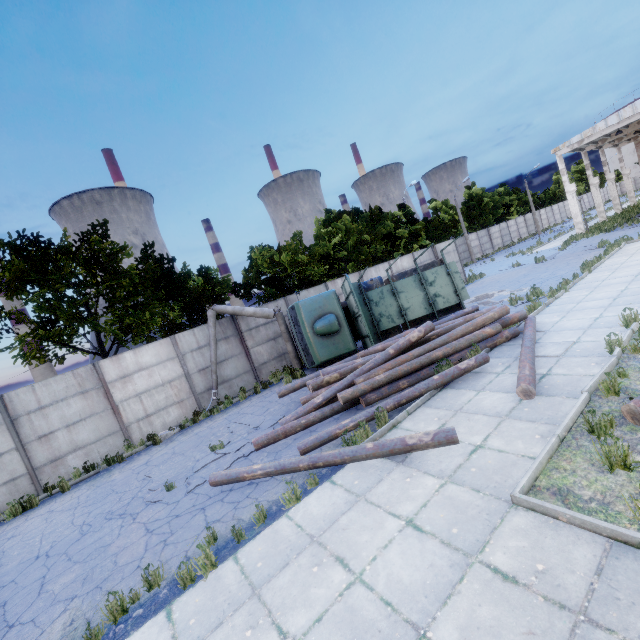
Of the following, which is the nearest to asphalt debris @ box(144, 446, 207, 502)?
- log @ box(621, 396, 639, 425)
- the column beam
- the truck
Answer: the truck

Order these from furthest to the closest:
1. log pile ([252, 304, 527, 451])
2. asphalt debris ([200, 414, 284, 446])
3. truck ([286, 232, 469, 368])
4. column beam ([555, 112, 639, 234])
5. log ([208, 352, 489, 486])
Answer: column beam ([555, 112, 639, 234]) → truck ([286, 232, 469, 368]) → asphalt debris ([200, 414, 284, 446]) → log pile ([252, 304, 527, 451]) → log ([208, 352, 489, 486])

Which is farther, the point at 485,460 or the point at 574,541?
the point at 485,460

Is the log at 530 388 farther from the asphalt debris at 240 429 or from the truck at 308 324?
the truck at 308 324

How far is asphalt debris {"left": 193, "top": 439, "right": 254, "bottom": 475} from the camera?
8.3 meters

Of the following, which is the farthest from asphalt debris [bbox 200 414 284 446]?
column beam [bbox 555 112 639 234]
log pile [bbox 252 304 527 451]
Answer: column beam [bbox 555 112 639 234]

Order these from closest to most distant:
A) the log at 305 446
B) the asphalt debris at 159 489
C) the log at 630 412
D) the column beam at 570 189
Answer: the log at 630 412 → the log at 305 446 → the asphalt debris at 159 489 → the column beam at 570 189

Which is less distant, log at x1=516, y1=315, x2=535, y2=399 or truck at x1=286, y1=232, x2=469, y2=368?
log at x1=516, y1=315, x2=535, y2=399
